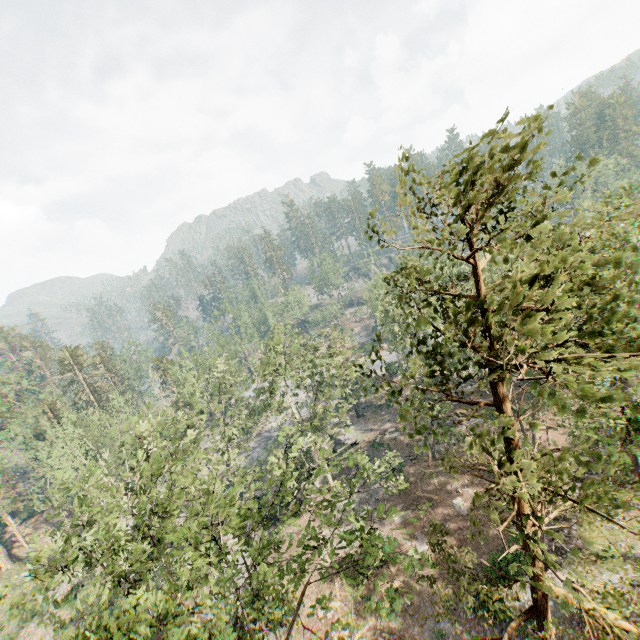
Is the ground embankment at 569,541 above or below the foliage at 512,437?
below

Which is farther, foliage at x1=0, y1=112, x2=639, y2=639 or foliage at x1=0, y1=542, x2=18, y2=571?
foliage at x1=0, y1=542, x2=18, y2=571

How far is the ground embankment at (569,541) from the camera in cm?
2217

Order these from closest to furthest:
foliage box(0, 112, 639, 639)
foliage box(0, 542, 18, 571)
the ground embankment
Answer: foliage box(0, 112, 639, 639) → the ground embankment → foliage box(0, 542, 18, 571)

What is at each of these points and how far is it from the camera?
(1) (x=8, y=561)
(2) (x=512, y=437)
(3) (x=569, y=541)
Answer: (1) foliage, 44.1m
(2) foliage, 6.6m
(3) ground embankment, 22.3m

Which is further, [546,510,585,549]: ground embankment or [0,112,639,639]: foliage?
[546,510,585,549]: ground embankment

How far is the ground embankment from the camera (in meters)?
22.17

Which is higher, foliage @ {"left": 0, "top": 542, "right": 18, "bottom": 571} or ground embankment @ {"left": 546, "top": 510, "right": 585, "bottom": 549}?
ground embankment @ {"left": 546, "top": 510, "right": 585, "bottom": 549}
